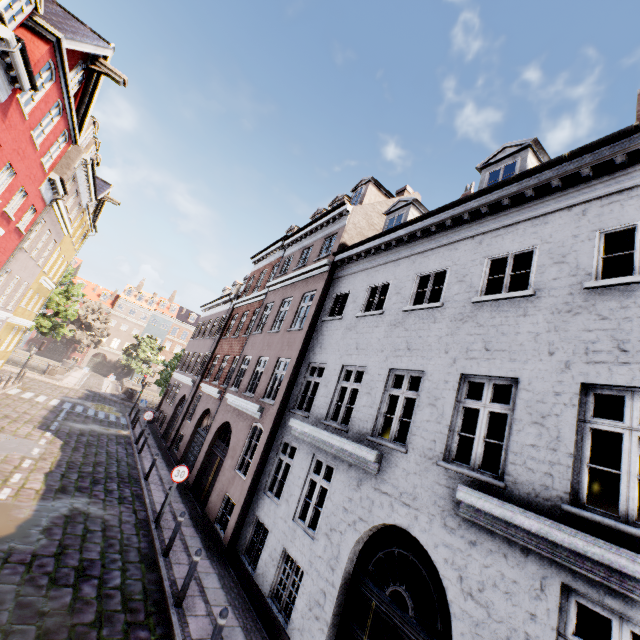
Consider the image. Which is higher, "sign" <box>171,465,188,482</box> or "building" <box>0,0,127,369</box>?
"building" <box>0,0,127,369</box>

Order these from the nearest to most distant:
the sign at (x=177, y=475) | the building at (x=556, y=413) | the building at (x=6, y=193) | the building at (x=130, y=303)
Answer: the building at (x=556, y=413), the building at (x=6, y=193), the sign at (x=177, y=475), the building at (x=130, y=303)

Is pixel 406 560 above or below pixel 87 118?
below

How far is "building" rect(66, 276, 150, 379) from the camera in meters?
54.8 m

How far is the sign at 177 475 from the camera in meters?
10.3 m

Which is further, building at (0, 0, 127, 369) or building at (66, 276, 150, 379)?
building at (66, 276, 150, 379)

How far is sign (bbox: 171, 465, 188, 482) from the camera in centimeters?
1029cm

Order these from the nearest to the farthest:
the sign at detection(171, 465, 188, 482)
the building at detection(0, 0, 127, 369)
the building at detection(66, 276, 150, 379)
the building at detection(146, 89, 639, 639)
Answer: the building at detection(146, 89, 639, 639)
the building at detection(0, 0, 127, 369)
the sign at detection(171, 465, 188, 482)
the building at detection(66, 276, 150, 379)
